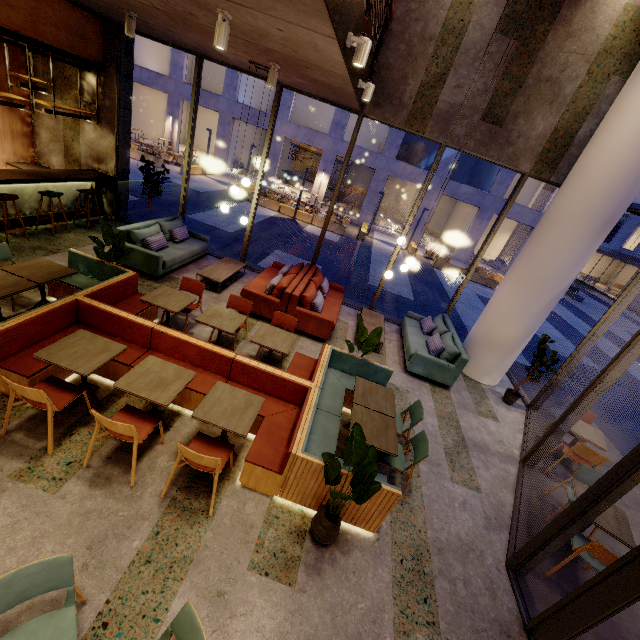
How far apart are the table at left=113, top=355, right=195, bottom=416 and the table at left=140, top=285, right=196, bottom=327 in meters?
1.2 m

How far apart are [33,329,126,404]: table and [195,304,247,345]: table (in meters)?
1.17

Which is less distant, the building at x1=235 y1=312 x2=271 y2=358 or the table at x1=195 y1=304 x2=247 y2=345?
the table at x1=195 y1=304 x2=247 y2=345

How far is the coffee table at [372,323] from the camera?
7.7m

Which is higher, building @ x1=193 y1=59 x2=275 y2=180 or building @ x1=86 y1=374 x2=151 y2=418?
building @ x1=193 y1=59 x2=275 y2=180

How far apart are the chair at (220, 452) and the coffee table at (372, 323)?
4.3 meters

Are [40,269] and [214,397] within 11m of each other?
yes

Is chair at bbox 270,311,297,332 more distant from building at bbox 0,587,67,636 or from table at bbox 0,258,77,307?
table at bbox 0,258,77,307
